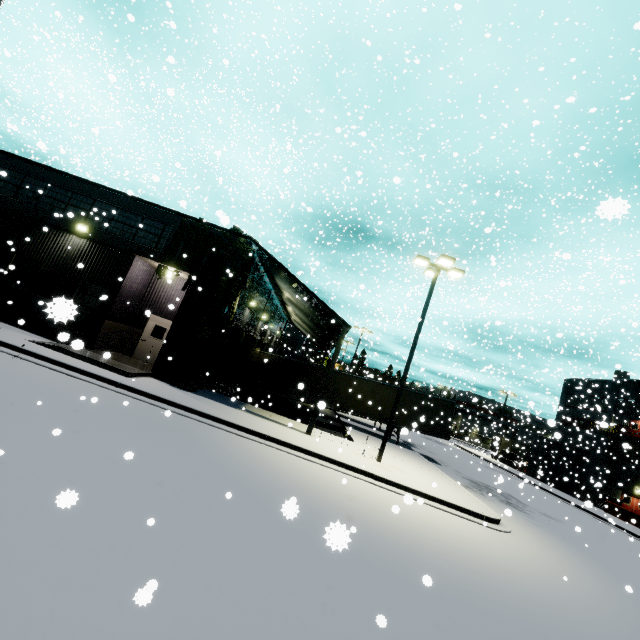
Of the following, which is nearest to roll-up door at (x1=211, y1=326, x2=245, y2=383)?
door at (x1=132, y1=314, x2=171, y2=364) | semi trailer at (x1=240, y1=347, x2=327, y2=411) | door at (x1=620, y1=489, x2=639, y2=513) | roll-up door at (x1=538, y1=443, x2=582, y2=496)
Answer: semi trailer at (x1=240, y1=347, x2=327, y2=411)

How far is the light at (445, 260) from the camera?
14.55m

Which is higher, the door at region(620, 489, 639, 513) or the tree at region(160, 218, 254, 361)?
the tree at region(160, 218, 254, 361)

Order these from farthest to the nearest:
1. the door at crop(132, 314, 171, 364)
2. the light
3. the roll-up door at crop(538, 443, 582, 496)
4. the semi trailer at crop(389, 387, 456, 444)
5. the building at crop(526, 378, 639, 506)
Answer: the roll-up door at crop(538, 443, 582, 496), the building at crop(526, 378, 639, 506), the semi trailer at crop(389, 387, 456, 444), the door at crop(132, 314, 171, 364), the light

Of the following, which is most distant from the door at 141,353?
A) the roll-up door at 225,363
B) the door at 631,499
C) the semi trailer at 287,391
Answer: the door at 631,499

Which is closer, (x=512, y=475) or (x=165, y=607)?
(x=165, y=607)

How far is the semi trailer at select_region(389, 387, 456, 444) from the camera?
22.6 meters

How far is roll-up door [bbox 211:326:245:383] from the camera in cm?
1887
